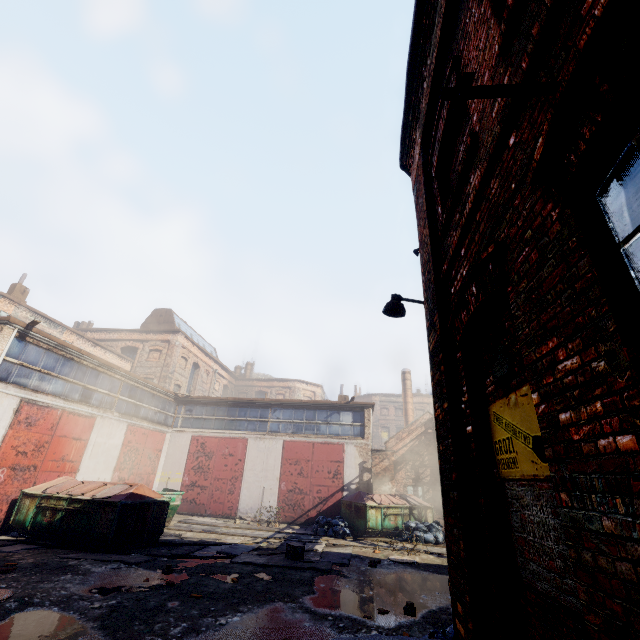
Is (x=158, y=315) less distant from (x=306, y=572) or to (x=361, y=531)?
(x=361, y=531)

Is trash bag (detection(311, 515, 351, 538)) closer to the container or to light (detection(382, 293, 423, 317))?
the container

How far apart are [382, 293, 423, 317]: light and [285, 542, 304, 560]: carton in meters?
8.2

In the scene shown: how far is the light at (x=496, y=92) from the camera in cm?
168

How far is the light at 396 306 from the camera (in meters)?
5.66

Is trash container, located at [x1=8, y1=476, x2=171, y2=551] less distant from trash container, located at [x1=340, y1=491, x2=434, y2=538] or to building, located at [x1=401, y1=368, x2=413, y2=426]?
trash container, located at [x1=340, y1=491, x2=434, y2=538]

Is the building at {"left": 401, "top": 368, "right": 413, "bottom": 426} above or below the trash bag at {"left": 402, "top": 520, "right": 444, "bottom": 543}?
above

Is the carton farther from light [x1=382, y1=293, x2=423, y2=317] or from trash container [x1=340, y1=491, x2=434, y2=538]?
light [x1=382, y1=293, x2=423, y2=317]
